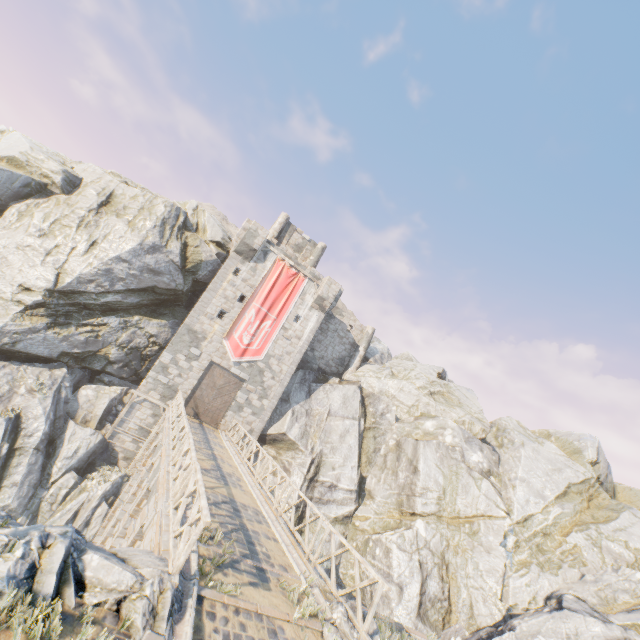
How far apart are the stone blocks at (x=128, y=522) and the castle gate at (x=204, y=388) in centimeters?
962cm

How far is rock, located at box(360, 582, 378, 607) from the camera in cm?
1846

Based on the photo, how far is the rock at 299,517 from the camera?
21.71m

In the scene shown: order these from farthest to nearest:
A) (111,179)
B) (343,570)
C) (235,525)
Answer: (111,179) < (343,570) < (235,525)

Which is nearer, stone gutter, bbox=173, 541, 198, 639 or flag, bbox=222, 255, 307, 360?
stone gutter, bbox=173, 541, 198, 639

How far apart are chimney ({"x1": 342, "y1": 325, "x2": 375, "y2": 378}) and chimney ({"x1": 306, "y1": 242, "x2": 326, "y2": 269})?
7.34m

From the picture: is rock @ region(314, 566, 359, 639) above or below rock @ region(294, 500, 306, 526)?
above

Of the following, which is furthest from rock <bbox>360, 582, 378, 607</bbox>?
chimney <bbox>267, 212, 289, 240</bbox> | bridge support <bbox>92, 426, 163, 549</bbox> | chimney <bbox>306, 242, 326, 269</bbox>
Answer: chimney <bbox>306, 242, 326, 269</bbox>
